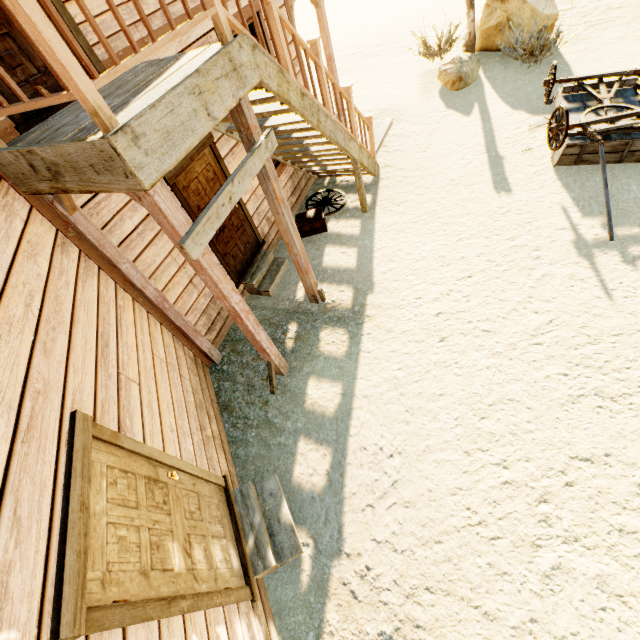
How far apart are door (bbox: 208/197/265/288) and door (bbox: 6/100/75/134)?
1.04m

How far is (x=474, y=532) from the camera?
3.3 meters

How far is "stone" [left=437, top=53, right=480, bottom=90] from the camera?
8.7 meters

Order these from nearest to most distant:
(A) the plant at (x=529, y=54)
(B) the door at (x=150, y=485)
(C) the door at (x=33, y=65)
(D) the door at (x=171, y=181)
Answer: (B) the door at (x=150, y=485)
(C) the door at (x=33, y=65)
(D) the door at (x=171, y=181)
(A) the plant at (x=529, y=54)

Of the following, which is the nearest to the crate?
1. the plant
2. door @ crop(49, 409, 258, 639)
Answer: door @ crop(49, 409, 258, 639)

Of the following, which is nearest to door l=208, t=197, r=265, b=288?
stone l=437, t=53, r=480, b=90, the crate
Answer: the crate

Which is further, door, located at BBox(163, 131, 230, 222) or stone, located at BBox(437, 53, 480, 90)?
stone, located at BBox(437, 53, 480, 90)

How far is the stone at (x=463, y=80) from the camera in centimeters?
871cm
